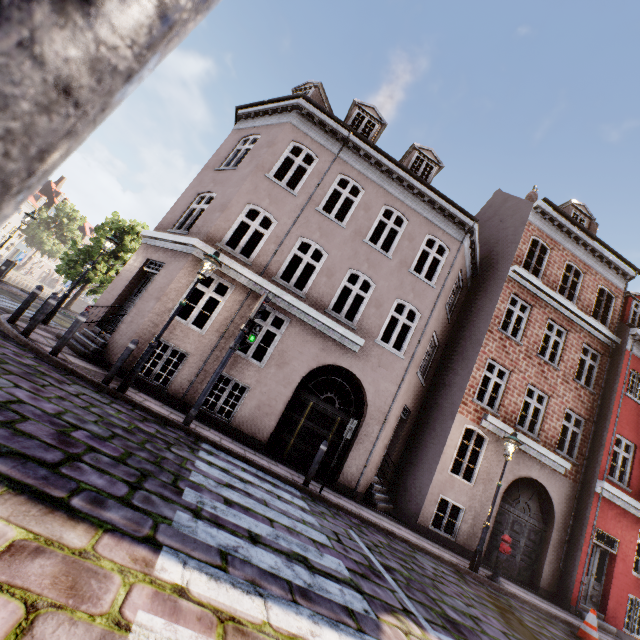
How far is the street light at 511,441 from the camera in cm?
856

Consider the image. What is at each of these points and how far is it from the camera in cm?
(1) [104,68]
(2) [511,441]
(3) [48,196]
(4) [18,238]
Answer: (1) traffic light pole, 23
(2) street light, 942
(3) building, 5950
(4) building, 5706

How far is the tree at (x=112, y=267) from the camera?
23.7m

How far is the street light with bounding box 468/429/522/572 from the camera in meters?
8.6

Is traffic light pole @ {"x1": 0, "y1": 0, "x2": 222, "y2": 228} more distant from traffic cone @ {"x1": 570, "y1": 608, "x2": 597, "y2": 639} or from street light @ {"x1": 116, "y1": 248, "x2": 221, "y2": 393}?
traffic cone @ {"x1": 570, "y1": 608, "x2": 597, "y2": 639}

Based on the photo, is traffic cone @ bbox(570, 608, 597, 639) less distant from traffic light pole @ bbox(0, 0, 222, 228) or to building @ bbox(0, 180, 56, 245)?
traffic light pole @ bbox(0, 0, 222, 228)

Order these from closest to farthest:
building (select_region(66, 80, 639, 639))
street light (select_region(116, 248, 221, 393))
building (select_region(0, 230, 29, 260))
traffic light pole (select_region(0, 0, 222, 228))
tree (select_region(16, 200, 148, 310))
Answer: traffic light pole (select_region(0, 0, 222, 228)) < street light (select_region(116, 248, 221, 393)) < building (select_region(66, 80, 639, 639)) < tree (select_region(16, 200, 148, 310)) < building (select_region(0, 230, 29, 260))

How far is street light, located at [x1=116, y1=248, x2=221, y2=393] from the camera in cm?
705
